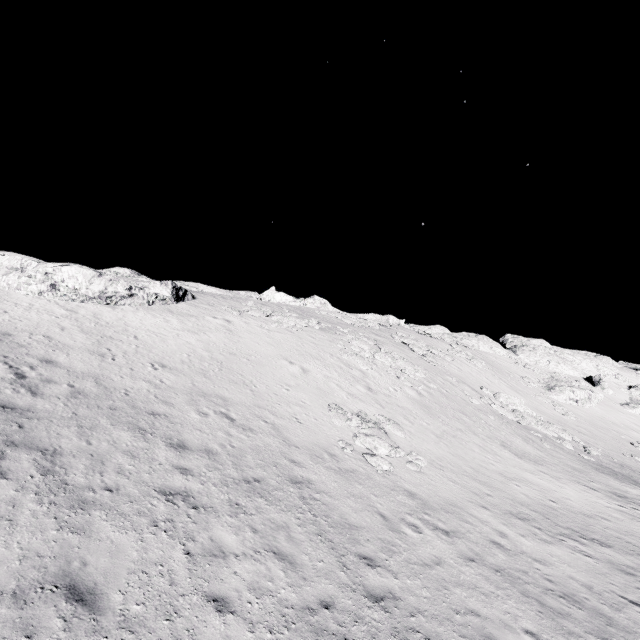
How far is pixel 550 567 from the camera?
10.68m

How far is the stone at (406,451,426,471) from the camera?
14.65m

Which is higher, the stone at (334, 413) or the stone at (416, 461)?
the stone at (334, 413)

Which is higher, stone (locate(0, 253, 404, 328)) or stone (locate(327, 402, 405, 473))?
stone (locate(0, 253, 404, 328))

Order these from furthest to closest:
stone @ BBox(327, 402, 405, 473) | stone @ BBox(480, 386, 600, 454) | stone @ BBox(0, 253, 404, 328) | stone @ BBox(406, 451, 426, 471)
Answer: stone @ BBox(480, 386, 600, 454) → stone @ BBox(0, 253, 404, 328) → stone @ BBox(406, 451, 426, 471) → stone @ BBox(327, 402, 405, 473)

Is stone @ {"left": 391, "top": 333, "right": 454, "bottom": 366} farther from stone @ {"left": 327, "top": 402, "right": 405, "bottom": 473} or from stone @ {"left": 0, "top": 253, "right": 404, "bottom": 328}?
stone @ {"left": 0, "top": 253, "right": 404, "bottom": 328}

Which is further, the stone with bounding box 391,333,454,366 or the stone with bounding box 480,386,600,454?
the stone with bounding box 391,333,454,366

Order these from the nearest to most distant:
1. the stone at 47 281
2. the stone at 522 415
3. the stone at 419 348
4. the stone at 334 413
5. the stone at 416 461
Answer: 1. the stone at 334 413
2. the stone at 416 461
3. the stone at 47 281
4. the stone at 522 415
5. the stone at 419 348
